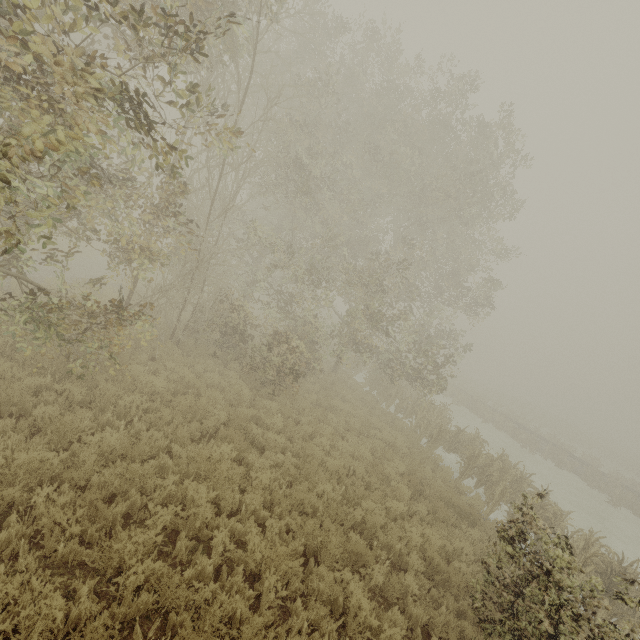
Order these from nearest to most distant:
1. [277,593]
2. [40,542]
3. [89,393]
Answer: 1. [40,542]
2. [277,593]
3. [89,393]
